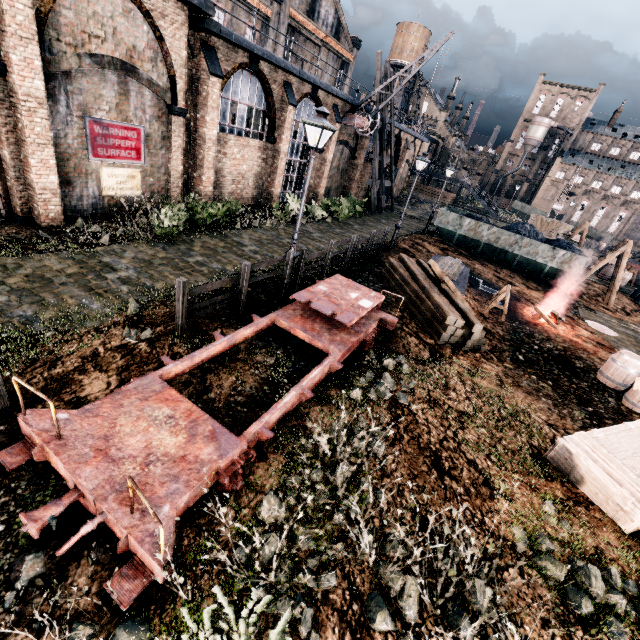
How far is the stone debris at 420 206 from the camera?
40.6 meters

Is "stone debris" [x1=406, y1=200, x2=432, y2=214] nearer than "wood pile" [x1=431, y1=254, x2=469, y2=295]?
No

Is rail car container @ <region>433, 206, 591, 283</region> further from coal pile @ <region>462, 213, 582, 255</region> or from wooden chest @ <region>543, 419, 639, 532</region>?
wooden chest @ <region>543, 419, 639, 532</region>

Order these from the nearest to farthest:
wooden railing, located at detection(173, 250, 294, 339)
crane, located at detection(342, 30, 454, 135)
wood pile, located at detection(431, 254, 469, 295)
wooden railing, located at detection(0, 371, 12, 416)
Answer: wooden railing, located at detection(0, 371, 12, 416)
wooden railing, located at detection(173, 250, 294, 339)
wood pile, located at detection(431, 254, 469, 295)
crane, located at detection(342, 30, 454, 135)

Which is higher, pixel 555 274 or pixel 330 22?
pixel 330 22

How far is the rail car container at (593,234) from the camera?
54.1 meters

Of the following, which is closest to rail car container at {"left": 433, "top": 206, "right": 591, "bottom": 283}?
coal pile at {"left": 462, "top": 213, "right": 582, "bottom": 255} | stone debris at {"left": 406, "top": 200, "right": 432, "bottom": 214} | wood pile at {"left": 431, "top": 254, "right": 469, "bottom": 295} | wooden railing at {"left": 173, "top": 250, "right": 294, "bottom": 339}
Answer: coal pile at {"left": 462, "top": 213, "right": 582, "bottom": 255}

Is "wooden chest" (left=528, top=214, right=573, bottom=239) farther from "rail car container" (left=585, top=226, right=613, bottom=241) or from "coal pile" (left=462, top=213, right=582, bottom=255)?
"rail car container" (left=585, top=226, right=613, bottom=241)
